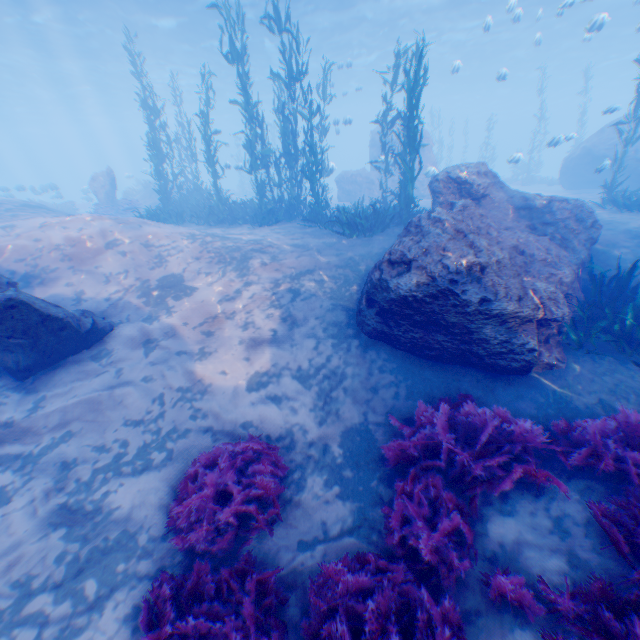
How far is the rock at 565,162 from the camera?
16.3m

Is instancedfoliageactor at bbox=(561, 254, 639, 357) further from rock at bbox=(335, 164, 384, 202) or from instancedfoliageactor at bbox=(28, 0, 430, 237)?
instancedfoliageactor at bbox=(28, 0, 430, 237)

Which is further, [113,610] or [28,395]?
[28,395]

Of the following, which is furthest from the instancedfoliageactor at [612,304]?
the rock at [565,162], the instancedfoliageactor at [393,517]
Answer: the instancedfoliageactor at [393,517]

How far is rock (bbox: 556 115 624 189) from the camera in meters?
16.3 m

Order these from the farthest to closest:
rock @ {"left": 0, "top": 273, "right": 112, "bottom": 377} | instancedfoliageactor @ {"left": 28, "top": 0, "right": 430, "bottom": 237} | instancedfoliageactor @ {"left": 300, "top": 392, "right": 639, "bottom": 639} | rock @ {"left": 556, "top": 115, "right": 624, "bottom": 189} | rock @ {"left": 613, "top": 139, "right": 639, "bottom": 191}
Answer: rock @ {"left": 556, "top": 115, "right": 624, "bottom": 189} < rock @ {"left": 613, "top": 139, "right": 639, "bottom": 191} < instancedfoliageactor @ {"left": 28, "top": 0, "right": 430, "bottom": 237} < rock @ {"left": 0, "top": 273, "right": 112, "bottom": 377} < instancedfoliageactor @ {"left": 300, "top": 392, "right": 639, "bottom": 639}

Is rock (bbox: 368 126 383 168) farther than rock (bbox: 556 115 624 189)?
Yes
